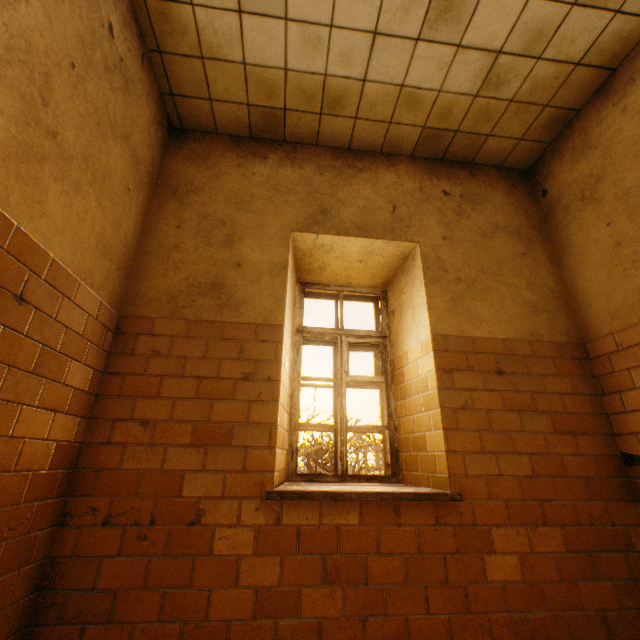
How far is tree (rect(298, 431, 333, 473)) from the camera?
8.0 meters

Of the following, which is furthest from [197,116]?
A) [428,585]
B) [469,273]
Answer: [428,585]

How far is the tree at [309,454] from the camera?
8.0 meters
